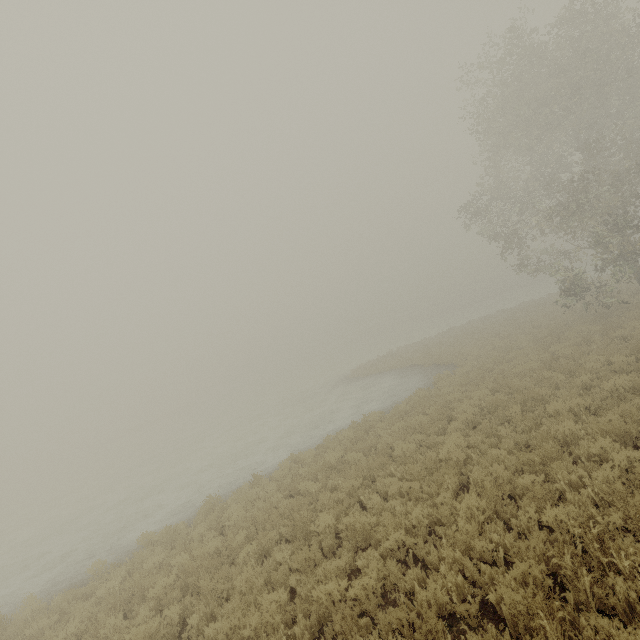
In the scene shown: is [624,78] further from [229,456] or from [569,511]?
[229,456]
